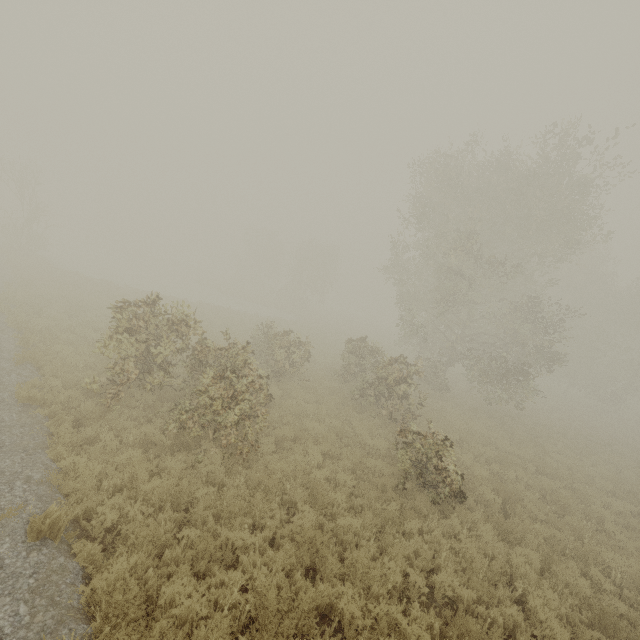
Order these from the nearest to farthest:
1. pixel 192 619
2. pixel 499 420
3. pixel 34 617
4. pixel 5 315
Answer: pixel 34 617, pixel 192 619, pixel 5 315, pixel 499 420

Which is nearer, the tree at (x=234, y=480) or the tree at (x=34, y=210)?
the tree at (x=234, y=480)

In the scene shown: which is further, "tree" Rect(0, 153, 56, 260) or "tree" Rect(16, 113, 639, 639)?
"tree" Rect(0, 153, 56, 260)
